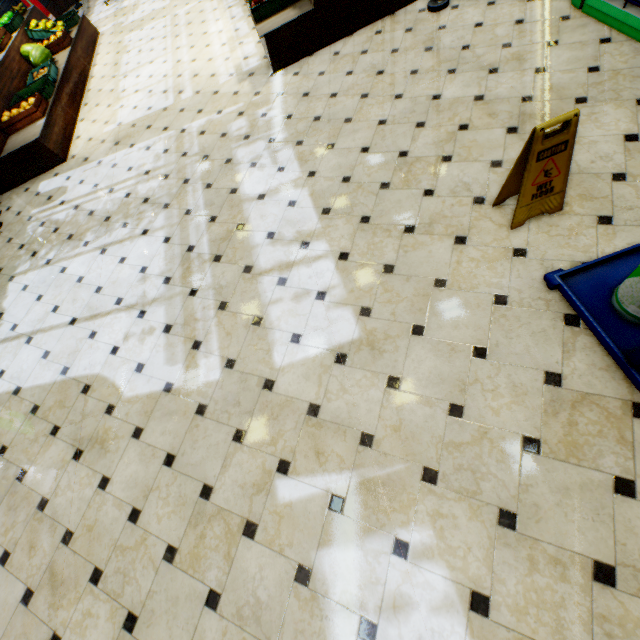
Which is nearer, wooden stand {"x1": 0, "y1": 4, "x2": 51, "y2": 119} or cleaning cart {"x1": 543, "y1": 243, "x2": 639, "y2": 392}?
cleaning cart {"x1": 543, "y1": 243, "x2": 639, "y2": 392}

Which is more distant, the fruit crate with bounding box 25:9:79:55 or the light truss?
the fruit crate with bounding box 25:9:79:55

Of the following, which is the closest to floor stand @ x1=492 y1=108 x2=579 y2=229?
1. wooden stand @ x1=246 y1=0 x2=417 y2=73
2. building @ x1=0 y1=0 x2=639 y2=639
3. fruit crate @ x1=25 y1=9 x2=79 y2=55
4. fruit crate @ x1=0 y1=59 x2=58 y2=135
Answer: building @ x1=0 y1=0 x2=639 y2=639

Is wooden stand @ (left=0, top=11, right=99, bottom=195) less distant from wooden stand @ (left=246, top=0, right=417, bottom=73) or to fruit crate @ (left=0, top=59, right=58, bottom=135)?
fruit crate @ (left=0, top=59, right=58, bottom=135)

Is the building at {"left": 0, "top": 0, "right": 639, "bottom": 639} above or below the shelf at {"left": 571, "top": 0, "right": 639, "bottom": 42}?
below

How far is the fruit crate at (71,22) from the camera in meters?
7.0

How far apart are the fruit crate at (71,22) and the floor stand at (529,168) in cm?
1033

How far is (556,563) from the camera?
1.66m
